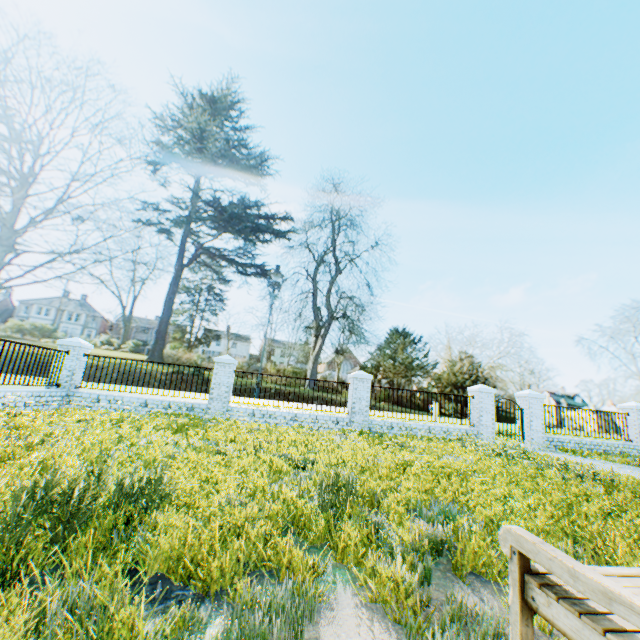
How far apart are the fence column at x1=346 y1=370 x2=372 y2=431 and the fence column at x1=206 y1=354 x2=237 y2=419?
4.7m

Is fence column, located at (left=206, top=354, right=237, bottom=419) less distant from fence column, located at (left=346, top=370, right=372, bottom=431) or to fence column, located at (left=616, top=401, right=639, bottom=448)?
fence column, located at (left=346, top=370, right=372, bottom=431)

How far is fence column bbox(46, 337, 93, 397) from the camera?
11.56m

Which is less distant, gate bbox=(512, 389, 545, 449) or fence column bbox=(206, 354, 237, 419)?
fence column bbox=(206, 354, 237, 419)

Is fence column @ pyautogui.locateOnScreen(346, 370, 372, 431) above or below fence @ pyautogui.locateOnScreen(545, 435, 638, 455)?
above

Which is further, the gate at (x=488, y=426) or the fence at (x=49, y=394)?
the gate at (x=488, y=426)

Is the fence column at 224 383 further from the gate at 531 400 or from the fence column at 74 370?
the gate at 531 400

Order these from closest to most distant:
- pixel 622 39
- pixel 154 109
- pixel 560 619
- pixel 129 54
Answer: pixel 560 619 → pixel 622 39 → pixel 129 54 → pixel 154 109
